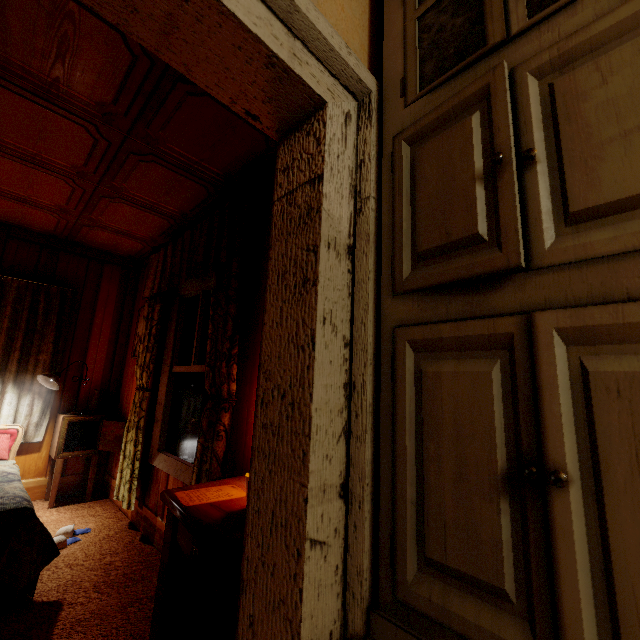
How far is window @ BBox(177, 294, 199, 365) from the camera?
2.91m

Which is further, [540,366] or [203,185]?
[203,185]

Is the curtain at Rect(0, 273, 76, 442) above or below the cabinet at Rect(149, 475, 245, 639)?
above

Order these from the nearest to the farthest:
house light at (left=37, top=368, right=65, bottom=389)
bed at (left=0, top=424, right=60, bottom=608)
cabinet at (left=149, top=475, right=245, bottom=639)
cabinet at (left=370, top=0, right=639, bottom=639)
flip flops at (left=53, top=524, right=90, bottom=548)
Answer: cabinet at (left=370, top=0, right=639, bottom=639) < cabinet at (left=149, top=475, right=245, bottom=639) < bed at (left=0, top=424, right=60, bottom=608) < flip flops at (left=53, top=524, right=90, bottom=548) < house light at (left=37, top=368, right=65, bottom=389)

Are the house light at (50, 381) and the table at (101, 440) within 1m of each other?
yes

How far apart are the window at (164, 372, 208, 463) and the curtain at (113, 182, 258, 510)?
0.22m

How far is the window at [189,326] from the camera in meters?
2.9 m

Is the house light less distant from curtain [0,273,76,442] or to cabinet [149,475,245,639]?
curtain [0,273,76,442]
